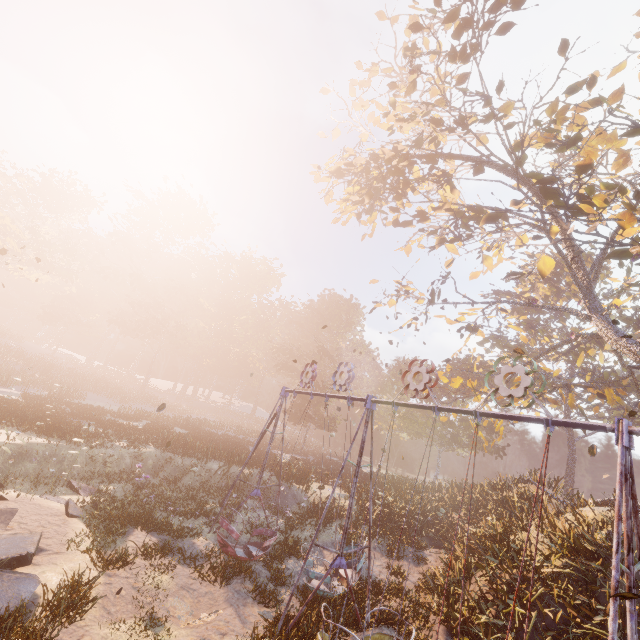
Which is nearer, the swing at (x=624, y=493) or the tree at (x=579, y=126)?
the swing at (x=624, y=493)

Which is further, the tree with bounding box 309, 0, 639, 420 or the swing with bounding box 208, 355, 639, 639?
the tree with bounding box 309, 0, 639, 420

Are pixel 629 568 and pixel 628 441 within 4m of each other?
yes

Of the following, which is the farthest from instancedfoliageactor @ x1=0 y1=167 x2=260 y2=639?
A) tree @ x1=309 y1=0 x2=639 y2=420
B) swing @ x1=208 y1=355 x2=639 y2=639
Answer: Answer: tree @ x1=309 y1=0 x2=639 y2=420

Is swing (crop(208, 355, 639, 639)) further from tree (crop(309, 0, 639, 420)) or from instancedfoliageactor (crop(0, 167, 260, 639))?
instancedfoliageactor (crop(0, 167, 260, 639))

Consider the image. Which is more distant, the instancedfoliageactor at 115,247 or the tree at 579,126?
the tree at 579,126
